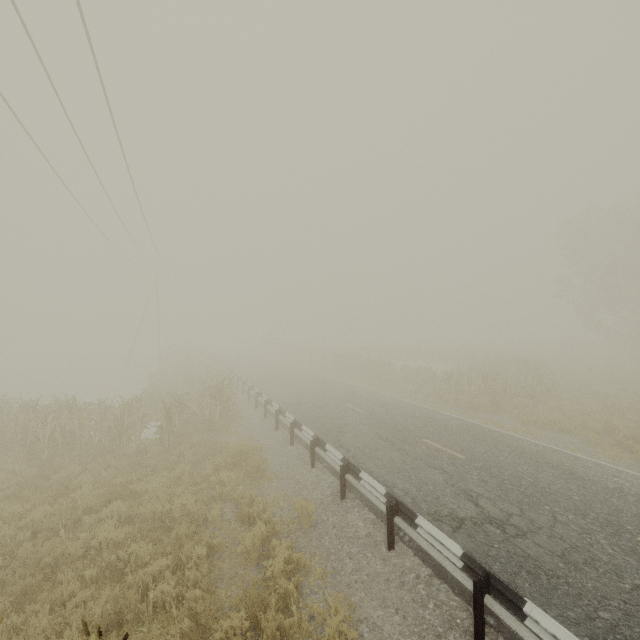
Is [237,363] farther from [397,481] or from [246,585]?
[246,585]

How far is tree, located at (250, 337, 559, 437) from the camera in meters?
17.0 m

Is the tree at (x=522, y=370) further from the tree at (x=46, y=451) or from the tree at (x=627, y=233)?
the tree at (x=627, y=233)

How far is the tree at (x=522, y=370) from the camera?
16.98m

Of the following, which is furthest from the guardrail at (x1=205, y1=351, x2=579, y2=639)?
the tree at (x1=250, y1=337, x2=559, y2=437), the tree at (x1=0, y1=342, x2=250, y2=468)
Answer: the tree at (x1=250, y1=337, x2=559, y2=437)

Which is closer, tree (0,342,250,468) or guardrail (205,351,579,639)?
guardrail (205,351,579,639)

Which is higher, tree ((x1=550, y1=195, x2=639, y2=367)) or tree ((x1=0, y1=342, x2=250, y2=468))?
tree ((x1=550, y1=195, x2=639, y2=367))

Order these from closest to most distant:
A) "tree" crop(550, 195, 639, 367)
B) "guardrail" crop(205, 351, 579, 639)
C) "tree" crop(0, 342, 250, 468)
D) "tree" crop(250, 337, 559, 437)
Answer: "guardrail" crop(205, 351, 579, 639) → "tree" crop(0, 342, 250, 468) → "tree" crop(250, 337, 559, 437) → "tree" crop(550, 195, 639, 367)
